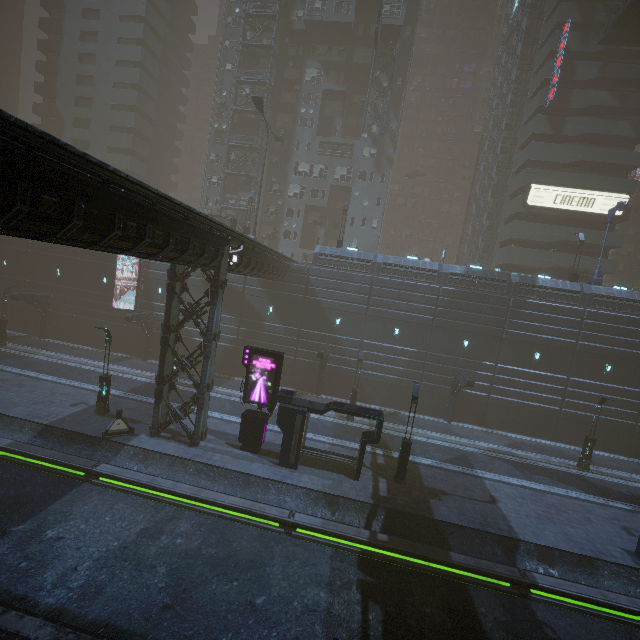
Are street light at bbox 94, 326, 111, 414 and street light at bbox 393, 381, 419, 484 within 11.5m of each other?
no

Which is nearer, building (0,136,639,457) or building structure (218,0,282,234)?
Result: building (0,136,639,457)

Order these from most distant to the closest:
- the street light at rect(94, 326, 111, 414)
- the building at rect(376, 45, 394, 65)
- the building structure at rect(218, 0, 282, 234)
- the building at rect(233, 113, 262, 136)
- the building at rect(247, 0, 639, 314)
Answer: the building at rect(233, 113, 262, 136) → the building at rect(376, 45, 394, 65) → the building structure at rect(218, 0, 282, 234) → the building at rect(247, 0, 639, 314) → the street light at rect(94, 326, 111, 414)

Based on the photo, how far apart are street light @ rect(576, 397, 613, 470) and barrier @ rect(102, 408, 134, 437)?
30.6 meters

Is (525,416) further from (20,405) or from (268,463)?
(20,405)

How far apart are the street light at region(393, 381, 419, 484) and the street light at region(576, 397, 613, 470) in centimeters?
1509cm

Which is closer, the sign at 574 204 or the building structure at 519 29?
the sign at 574 204

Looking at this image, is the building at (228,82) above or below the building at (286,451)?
above
